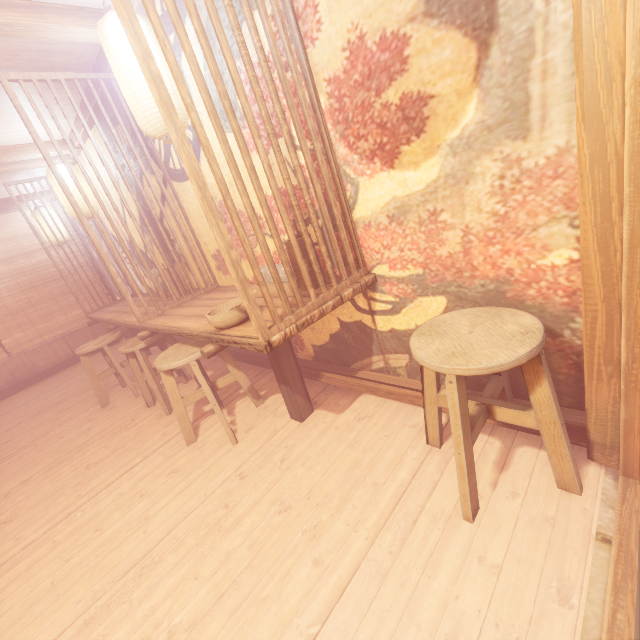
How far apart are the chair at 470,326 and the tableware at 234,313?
1.5m

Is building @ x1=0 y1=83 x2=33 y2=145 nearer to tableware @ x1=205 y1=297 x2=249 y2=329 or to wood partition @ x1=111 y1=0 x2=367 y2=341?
wood partition @ x1=111 y1=0 x2=367 y2=341

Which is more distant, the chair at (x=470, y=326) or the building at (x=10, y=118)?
the building at (x=10, y=118)

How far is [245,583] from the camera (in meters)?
2.56

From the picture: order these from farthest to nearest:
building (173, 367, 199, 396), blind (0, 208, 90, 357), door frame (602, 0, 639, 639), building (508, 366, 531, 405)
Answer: blind (0, 208, 90, 357) < building (173, 367, 199, 396) < building (508, 366, 531, 405) < door frame (602, 0, 639, 639)

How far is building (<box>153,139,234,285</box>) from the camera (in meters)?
5.02

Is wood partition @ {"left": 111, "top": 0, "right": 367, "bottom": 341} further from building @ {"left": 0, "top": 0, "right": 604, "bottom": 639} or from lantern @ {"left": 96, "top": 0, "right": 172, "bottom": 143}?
lantern @ {"left": 96, "top": 0, "right": 172, "bottom": 143}

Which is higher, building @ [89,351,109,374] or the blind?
the blind
